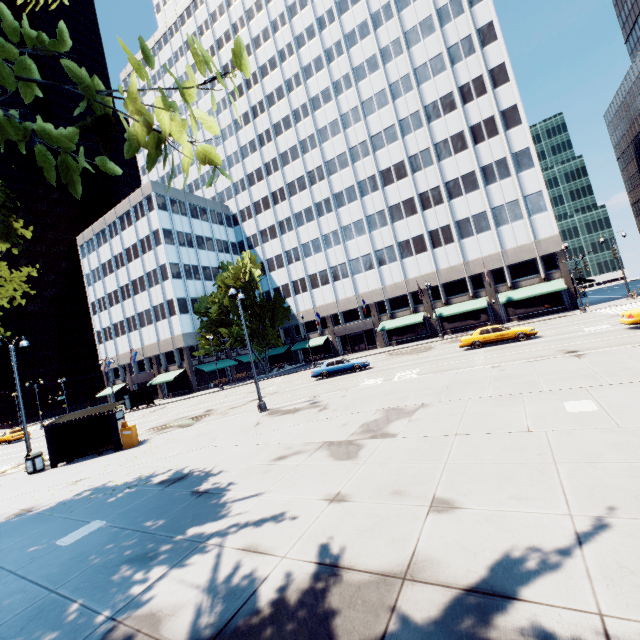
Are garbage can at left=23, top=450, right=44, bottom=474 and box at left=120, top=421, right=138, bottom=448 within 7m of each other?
yes

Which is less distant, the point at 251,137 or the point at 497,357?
the point at 497,357

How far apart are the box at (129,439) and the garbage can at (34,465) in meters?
3.9

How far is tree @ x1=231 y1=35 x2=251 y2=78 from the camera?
2.5m

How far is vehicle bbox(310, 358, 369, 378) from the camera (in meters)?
27.81

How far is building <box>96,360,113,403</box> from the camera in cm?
5554

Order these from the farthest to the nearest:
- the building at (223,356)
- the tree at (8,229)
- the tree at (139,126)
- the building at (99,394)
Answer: the building at (99,394) < the building at (223,356) < the tree at (8,229) < the tree at (139,126)

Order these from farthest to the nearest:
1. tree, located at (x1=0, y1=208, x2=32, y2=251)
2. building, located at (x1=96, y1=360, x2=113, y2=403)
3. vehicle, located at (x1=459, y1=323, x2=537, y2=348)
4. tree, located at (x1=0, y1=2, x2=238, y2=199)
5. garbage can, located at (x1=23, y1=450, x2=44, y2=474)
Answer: building, located at (x1=96, y1=360, x2=113, y2=403), vehicle, located at (x1=459, y1=323, x2=537, y2=348), garbage can, located at (x1=23, y1=450, x2=44, y2=474), tree, located at (x1=0, y1=208, x2=32, y2=251), tree, located at (x1=0, y1=2, x2=238, y2=199)
